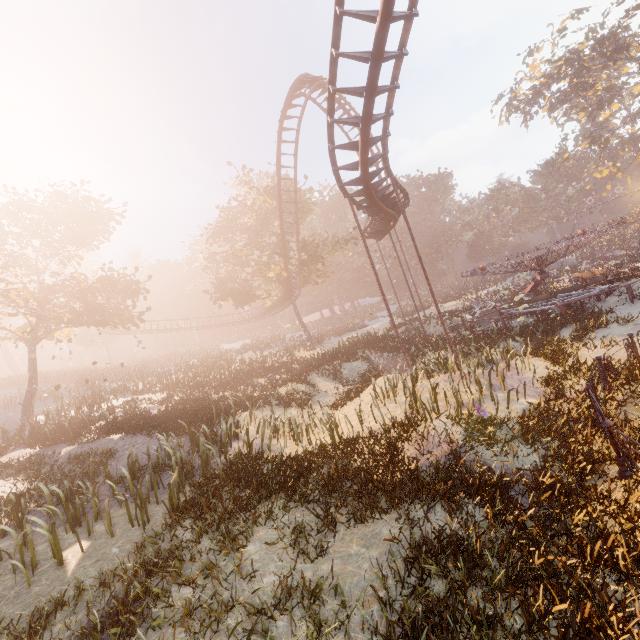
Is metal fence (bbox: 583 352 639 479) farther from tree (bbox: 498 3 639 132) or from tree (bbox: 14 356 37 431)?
tree (bbox: 498 3 639 132)

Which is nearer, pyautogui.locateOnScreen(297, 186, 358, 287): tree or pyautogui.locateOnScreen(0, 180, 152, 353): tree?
pyautogui.locateOnScreen(0, 180, 152, 353): tree

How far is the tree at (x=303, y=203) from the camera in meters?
32.2

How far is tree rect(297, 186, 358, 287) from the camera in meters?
32.2

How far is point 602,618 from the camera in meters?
3.5 m

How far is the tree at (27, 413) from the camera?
19.4 meters

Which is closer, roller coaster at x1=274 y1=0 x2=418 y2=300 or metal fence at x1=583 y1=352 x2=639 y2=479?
metal fence at x1=583 y1=352 x2=639 y2=479
